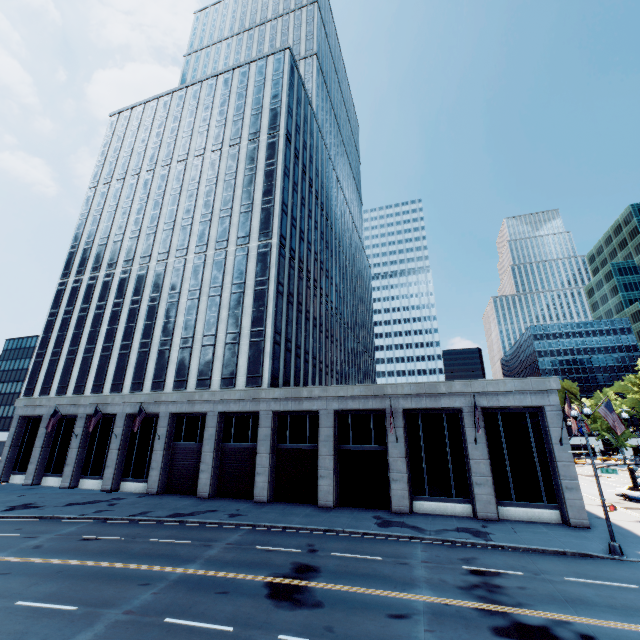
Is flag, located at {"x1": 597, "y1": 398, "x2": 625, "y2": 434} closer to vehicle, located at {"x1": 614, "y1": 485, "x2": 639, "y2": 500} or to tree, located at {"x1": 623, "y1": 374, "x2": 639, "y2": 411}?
Result: vehicle, located at {"x1": 614, "y1": 485, "x2": 639, "y2": 500}

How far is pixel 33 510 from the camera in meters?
24.4 m

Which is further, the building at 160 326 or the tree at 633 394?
the tree at 633 394

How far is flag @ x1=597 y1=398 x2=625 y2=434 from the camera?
22.3 meters

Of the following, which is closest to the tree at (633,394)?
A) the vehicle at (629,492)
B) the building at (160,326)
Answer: the vehicle at (629,492)

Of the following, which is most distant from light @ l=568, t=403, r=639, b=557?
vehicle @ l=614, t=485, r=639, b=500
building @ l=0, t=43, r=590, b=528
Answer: vehicle @ l=614, t=485, r=639, b=500

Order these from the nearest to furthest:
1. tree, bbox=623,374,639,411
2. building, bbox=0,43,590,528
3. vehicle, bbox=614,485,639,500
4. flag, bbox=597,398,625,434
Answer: flag, bbox=597,398,625,434 < building, bbox=0,43,590,528 < vehicle, bbox=614,485,639,500 < tree, bbox=623,374,639,411

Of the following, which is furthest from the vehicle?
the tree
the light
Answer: the light
